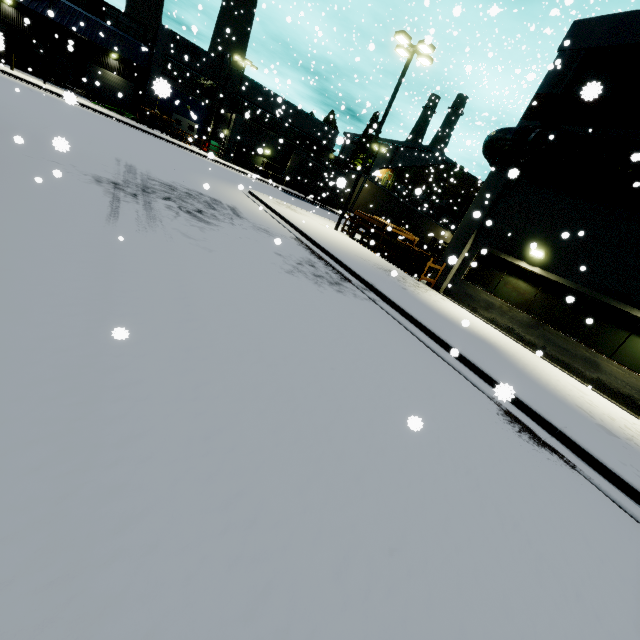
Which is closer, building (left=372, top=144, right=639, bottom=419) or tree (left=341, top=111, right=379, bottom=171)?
building (left=372, top=144, right=639, bottom=419)

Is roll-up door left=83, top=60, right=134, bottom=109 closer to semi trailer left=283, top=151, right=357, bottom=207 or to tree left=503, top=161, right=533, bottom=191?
semi trailer left=283, top=151, right=357, bottom=207

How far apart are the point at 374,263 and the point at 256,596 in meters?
13.2

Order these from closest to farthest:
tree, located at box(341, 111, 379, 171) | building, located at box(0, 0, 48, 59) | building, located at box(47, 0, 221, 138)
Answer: building, located at box(0, 0, 48, 59) < building, located at box(47, 0, 221, 138) < tree, located at box(341, 111, 379, 171)

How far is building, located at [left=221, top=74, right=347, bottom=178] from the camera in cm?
3622

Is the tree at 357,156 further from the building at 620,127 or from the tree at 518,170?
the tree at 518,170

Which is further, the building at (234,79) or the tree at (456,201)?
the building at (234,79)

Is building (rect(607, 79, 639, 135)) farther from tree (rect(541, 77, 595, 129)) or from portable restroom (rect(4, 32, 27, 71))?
portable restroom (rect(4, 32, 27, 71))
